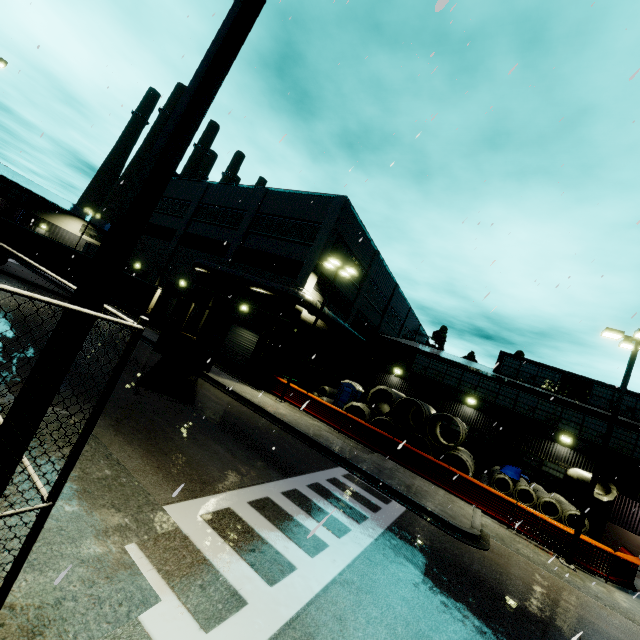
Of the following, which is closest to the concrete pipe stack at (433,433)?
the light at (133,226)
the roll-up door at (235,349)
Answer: the roll-up door at (235,349)

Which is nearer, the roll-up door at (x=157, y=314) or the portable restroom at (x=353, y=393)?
the portable restroom at (x=353, y=393)

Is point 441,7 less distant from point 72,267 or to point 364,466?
point 364,466

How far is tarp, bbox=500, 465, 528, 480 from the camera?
17.75m

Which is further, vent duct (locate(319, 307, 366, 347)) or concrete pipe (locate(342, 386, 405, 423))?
vent duct (locate(319, 307, 366, 347))

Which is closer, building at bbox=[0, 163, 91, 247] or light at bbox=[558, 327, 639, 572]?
light at bbox=[558, 327, 639, 572]

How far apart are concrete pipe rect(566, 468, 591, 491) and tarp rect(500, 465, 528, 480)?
0.8m

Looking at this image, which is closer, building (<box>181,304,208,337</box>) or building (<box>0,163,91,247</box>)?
building (<box>181,304,208,337</box>)
